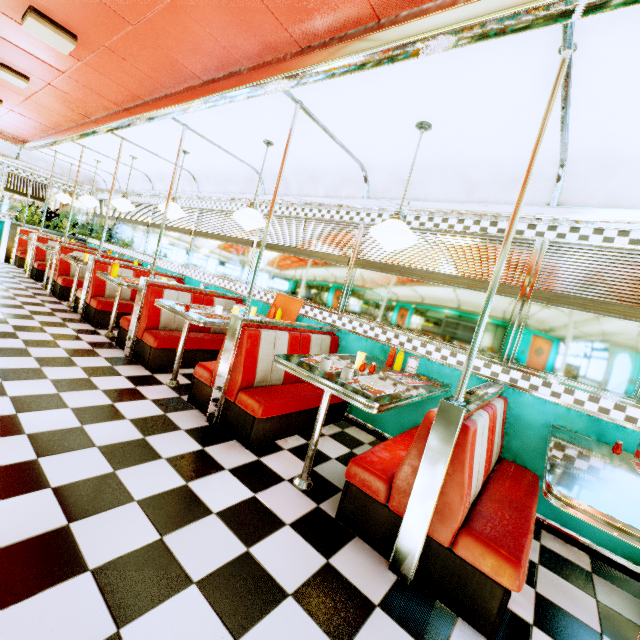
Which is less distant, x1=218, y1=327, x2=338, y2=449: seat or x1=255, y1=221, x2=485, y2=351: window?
x1=218, y1=327, x2=338, y2=449: seat

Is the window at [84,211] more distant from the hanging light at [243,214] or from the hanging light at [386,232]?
the hanging light at [386,232]

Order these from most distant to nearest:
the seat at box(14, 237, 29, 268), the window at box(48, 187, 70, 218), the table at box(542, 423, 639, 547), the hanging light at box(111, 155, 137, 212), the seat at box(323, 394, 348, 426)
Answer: the window at box(48, 187, 70, 218) → the seat at box(14, 237, 29, 268) → the hanging light at box(111, 155, 137, 212) → the seat at box(323, 394, 348, 426) → the table at box(542, 423, 639, 547)

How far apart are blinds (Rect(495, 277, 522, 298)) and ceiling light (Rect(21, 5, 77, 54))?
3.4m

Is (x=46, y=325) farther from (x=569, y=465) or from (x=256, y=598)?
(x=569, y=465)

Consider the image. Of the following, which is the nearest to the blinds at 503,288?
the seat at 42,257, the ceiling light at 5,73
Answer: the ceiling light at 5,73

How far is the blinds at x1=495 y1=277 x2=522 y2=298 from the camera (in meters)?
3.07

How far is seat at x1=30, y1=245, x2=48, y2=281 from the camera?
7.6m
